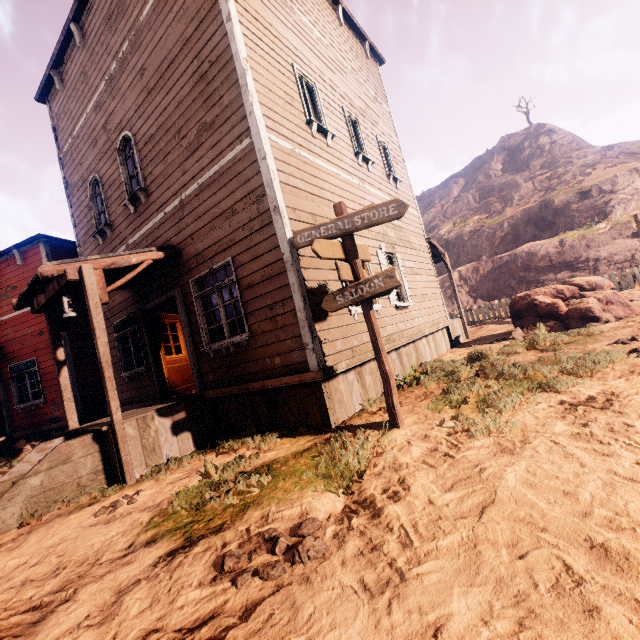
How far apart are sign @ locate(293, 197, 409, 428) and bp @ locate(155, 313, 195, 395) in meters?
5.1 m

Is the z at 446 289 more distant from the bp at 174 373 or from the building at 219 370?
the bp at 174 373

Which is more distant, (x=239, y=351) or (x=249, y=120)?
(x=239, y=351)

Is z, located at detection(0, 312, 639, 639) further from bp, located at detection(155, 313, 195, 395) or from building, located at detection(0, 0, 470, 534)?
bp, located at detection(155, 313, 195, 395)

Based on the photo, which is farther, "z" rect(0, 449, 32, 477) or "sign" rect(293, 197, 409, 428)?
"z" rect(0, 449, 32, 477)

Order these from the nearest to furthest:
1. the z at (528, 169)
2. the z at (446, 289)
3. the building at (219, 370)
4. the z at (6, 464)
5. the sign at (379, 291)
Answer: the sign at (379, 291)
the building at (219, 370)
the z at (6, 464)
the z at (528, 169)
the z at (446, 289)

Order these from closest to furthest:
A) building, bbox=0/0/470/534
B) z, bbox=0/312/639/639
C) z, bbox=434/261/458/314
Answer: z, bbox=0/312/639/639 → building, bbox=0/0/470/534 → z, bbox=434/261/458/314

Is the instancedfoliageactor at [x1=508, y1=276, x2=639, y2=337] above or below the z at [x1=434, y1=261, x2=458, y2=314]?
below
